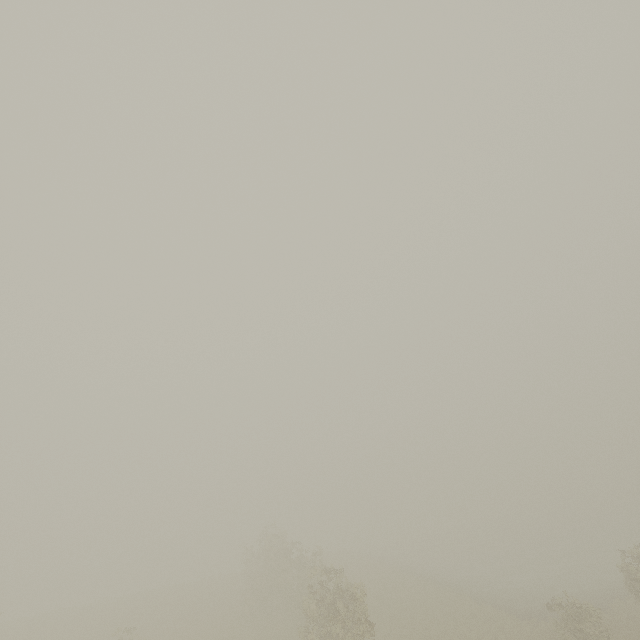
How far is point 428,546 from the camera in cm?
4753
